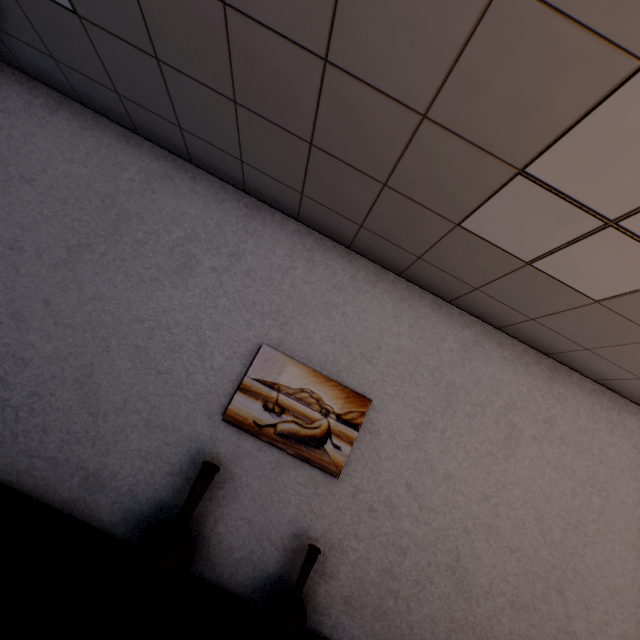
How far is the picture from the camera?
2.36m

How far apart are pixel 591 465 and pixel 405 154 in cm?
301

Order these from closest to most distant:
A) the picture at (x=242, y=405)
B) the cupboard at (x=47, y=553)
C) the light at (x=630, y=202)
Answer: the light at (x=630, y=202) < the cupboard at (x=47, y=553) < the picture at (x=242, y=405)

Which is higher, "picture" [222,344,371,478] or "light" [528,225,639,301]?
"light" [528,225,639,301]

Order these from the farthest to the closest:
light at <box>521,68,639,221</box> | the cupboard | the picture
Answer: the picture → the cupboard → light at <box>521,68,639,221</box>

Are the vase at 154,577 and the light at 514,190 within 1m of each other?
no

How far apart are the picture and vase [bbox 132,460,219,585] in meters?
0.3

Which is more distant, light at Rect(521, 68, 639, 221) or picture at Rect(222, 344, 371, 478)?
picture at Rect(222, 344, 371, 478)
